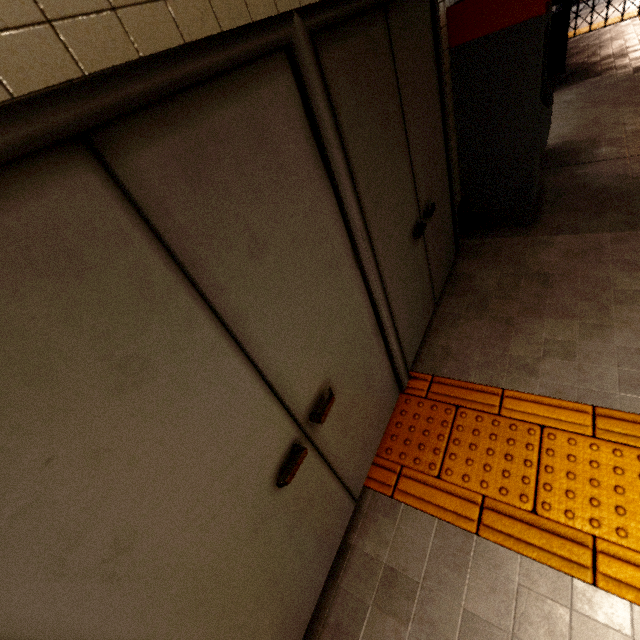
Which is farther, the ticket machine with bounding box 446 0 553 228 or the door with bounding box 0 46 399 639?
the ticket machine with bounding box 446 0 553 228

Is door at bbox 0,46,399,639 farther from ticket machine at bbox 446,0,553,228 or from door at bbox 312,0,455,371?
ticket machine at bbox 446,0,553,228

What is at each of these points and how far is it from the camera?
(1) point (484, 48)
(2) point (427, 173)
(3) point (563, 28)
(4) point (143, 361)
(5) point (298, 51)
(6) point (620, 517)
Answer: (1) ticket machine, 2.5m
(2) door, 2.4m
(3) trash can, 5.9m
(4) door, 0.8m
(5) door frame, 1.1m
(6) groundtactileadastrip, 1.5m

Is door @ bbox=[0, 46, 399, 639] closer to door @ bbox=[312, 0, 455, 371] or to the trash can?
door @ bbox=[312, 0, 455, 371]

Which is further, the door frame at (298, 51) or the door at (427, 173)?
the door at (427, 173)

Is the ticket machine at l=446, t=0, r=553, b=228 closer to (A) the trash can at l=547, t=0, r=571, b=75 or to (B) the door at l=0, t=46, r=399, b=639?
(B) the door at l=0, t=46, r=399, b=639

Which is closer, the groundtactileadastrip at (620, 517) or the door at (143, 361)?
the door at (143, 361)

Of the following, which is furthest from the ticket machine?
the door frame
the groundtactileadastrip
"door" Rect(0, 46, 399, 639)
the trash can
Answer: the trash can
